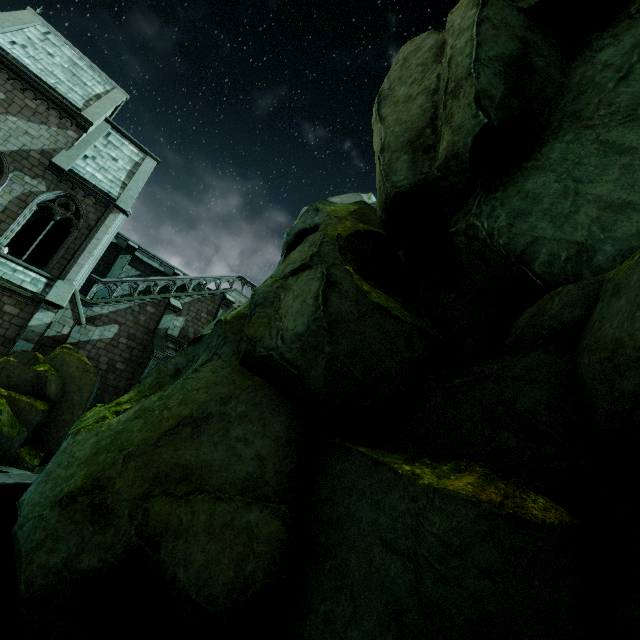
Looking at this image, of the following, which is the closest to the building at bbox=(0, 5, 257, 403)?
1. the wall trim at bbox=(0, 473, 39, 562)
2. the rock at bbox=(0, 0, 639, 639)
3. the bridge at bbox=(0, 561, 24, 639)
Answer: the rock at bbox=(0, 0, 639, 639)

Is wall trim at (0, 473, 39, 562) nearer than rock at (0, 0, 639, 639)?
No

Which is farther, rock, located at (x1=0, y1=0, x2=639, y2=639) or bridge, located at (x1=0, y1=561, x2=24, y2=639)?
bridge, located at (x1=0, y1=561, x2=24, y2=639)

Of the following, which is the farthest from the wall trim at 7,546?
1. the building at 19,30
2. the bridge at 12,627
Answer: the building at 19,30

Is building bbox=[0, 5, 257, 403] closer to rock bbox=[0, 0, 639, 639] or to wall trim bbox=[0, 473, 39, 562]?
rock bbox=[0, 0, 639, 639]

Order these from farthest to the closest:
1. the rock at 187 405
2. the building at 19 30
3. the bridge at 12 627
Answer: the building at 19 30 → the bridge at 12 627 → the rock at 187 405

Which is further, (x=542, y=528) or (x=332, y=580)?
(x=332, y=580)

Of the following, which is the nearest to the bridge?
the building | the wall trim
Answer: the wall trim
